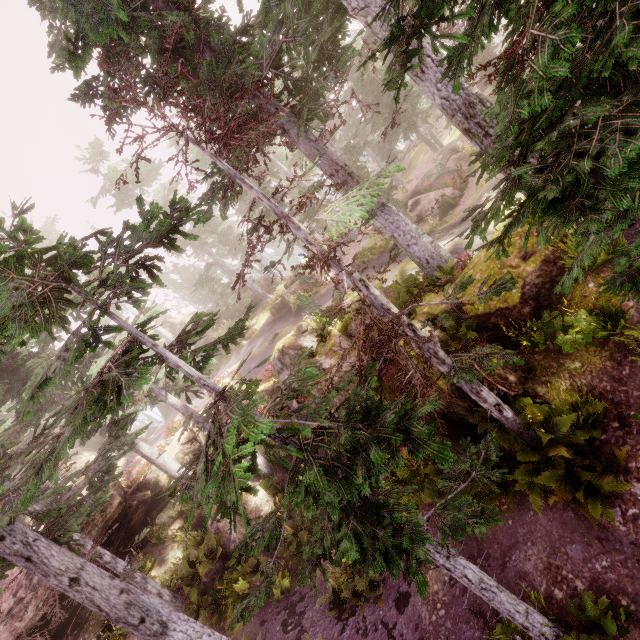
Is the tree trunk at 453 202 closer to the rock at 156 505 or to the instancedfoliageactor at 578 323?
the instancedfoliageactor at 578 323

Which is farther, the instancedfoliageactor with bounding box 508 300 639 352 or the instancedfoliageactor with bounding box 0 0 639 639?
the instancedfoliageactor with bounding box 508 300 639 352

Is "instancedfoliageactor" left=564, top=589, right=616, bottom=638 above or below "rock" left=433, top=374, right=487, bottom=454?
below

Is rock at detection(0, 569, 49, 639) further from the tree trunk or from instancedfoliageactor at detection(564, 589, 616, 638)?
the tree trunk

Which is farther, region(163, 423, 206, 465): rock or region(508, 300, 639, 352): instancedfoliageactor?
region(163, 423, 206, 465): rock

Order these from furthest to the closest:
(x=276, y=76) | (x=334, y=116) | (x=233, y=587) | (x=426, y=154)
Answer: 1. (x=426, y=154)
2. (x=233, y=587)
3. (x=276, y=76)
4. (x=334, y=116)

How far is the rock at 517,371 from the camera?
8.1m

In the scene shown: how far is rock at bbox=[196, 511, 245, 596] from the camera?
15.1m
